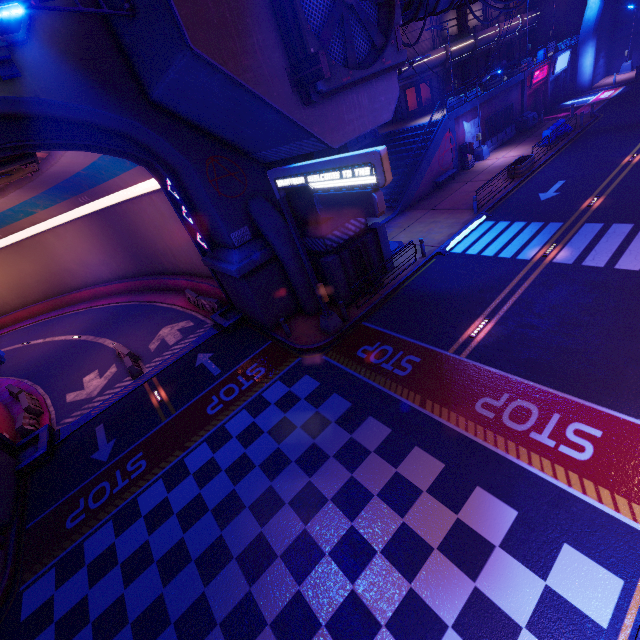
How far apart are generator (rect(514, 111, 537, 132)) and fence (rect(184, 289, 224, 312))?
32.1m

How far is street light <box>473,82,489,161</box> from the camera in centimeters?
2618cm

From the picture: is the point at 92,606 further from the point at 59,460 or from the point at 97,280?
the point at 97,280

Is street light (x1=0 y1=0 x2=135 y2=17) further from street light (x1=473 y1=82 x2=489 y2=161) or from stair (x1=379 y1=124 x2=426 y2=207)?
street light (x1=473 y1=82 x2=489 y2=161)

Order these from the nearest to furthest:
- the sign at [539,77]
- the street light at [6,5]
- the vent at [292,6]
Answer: the street light at [6,5], the vent at [292,6], the sign at [539,77]

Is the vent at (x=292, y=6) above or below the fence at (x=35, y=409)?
above

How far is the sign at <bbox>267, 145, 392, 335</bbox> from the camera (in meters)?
7.87

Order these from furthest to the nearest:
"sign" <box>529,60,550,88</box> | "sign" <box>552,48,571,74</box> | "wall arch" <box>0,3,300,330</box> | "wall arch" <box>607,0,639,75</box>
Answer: "wall arch" <box>607,0,639,75</box>
"sign" <box>552,48,571,74</box>
"sign" <box>529,60,550,88</box>
"wall arch" <box>0,3,300,330</box>
